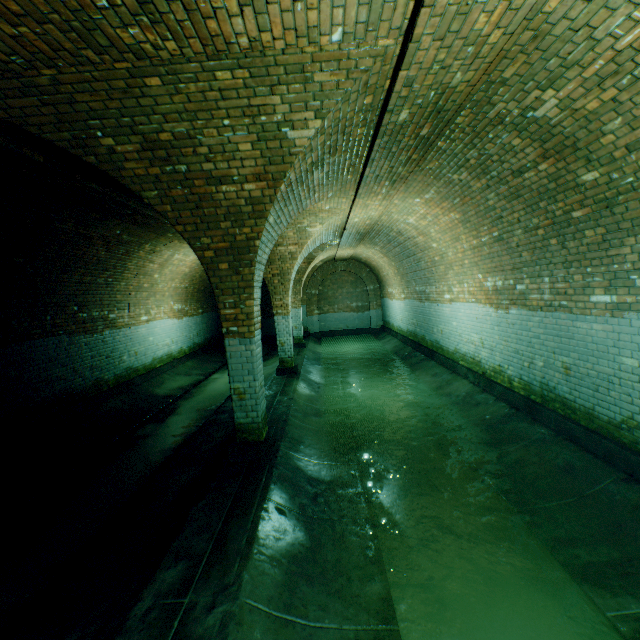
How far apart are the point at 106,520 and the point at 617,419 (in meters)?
6.78
